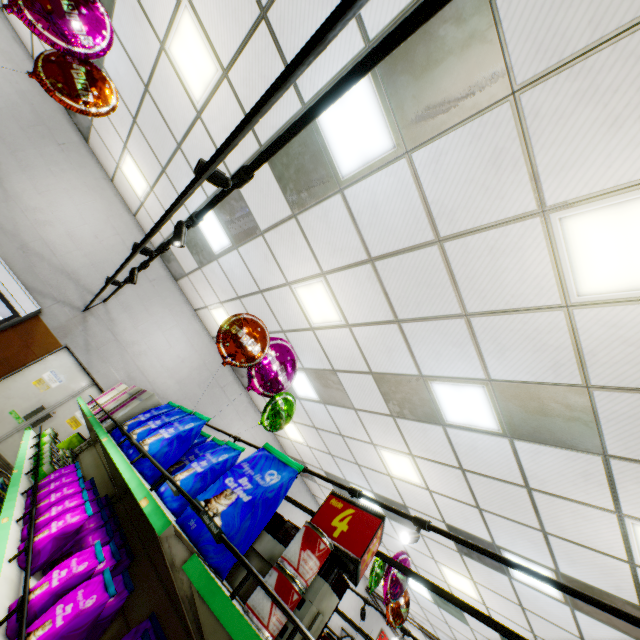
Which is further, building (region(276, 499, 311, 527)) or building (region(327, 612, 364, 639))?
building (region(327, 612, 364, 639))

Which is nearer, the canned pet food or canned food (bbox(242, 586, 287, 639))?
canned food (bbox(242, 586, 287, 639))

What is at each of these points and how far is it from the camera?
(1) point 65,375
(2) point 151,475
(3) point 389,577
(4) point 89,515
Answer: →
(1) door, 6.8m
(2) bagged pet food, 2.0m
(3) foil balloon, 4.8m
(4) bagged pet food, 1.7m

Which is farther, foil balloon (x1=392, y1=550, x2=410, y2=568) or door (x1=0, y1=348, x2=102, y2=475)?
door (x1=0, y1=348, x2=102, y2=475)

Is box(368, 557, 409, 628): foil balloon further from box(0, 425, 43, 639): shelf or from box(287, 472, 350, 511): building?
box(0, 425, 43, 639): shelf

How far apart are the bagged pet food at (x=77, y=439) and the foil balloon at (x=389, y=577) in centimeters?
→ 443cm

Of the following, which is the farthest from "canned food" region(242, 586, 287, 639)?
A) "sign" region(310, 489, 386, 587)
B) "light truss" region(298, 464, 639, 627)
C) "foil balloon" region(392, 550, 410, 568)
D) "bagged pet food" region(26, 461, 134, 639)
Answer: "foil balloon" region(392, 550, 410, 568)

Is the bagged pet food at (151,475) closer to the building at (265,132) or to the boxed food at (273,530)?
the boxed food at (273,530)
